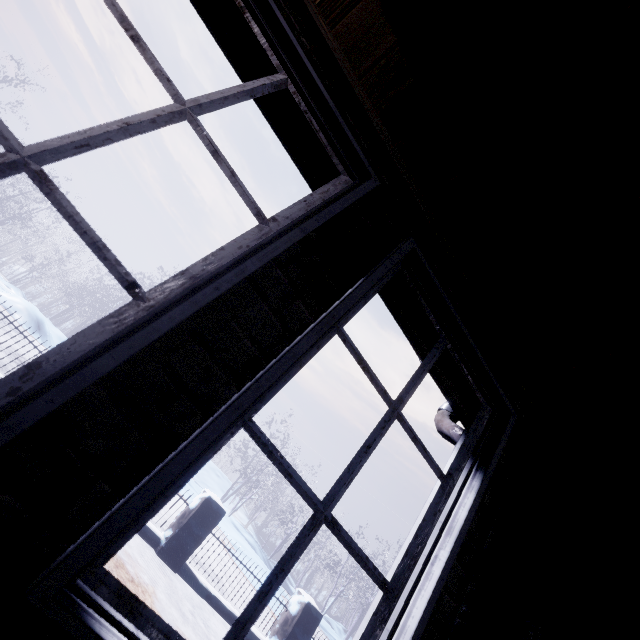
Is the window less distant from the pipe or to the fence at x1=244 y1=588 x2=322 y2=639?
the pipe

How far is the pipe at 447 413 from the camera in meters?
1.6

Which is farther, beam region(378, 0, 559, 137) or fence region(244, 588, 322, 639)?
fence region(244, 588, 322, 639)

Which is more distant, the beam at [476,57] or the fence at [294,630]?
the fence at [294,630]

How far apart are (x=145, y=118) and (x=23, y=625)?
1.1 meters

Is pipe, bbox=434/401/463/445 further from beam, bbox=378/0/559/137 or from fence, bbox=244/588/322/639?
fence, bbox=244/588/322/639

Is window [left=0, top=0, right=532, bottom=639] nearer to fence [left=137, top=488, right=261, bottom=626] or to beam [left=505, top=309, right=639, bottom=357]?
beam [left=505, top=309, right=639, bottom=357]

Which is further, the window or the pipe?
the pipe
